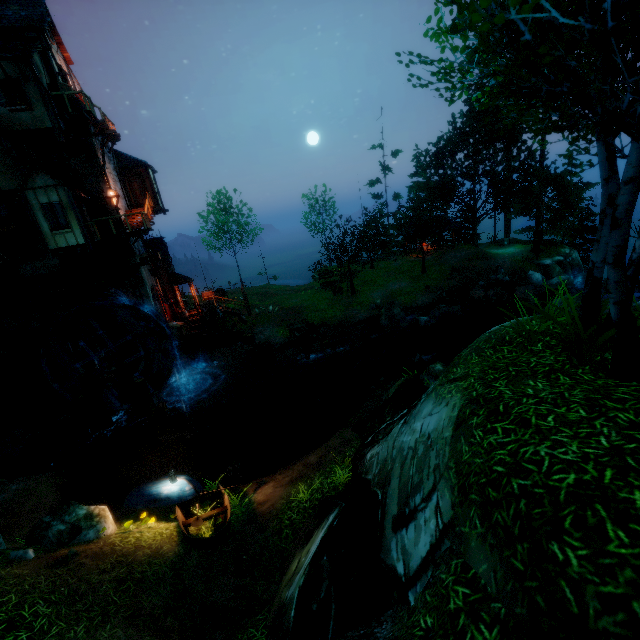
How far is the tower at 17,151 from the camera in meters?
16.7

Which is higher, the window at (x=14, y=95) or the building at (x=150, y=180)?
the window at (x=14, y=95)

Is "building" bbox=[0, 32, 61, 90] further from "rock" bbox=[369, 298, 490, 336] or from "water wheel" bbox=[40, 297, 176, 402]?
"rock" bbox=[369, 298, 490, 336]

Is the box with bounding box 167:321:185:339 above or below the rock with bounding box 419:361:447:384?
above

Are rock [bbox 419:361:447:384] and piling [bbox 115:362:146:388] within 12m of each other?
no

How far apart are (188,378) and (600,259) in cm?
2407

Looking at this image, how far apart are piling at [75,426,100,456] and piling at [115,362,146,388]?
2.29m

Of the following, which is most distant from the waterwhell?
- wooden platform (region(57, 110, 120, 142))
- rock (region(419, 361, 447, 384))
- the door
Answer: rock (region(419, 361, 447, 384))
